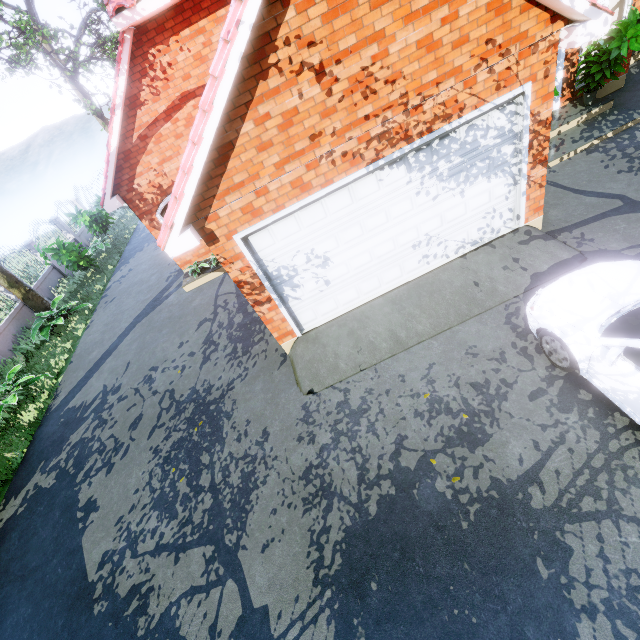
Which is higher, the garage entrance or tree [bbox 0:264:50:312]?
tree [bbox 0:264:50:312]

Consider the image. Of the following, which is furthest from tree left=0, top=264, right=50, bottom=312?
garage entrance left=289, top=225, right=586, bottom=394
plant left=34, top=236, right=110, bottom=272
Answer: plant left=34, top=236, right=110, bottom=272

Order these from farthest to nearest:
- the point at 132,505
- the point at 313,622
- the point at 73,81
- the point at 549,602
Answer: the point at 73,81, the point at 132,505, the point at 313,622, the point at 549,602

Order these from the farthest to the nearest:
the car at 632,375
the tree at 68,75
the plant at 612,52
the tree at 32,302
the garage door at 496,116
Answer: the tree at 32,302
the tree at 68,75
the plant at 612,52
the garage door at 496,116
the car at 632,375

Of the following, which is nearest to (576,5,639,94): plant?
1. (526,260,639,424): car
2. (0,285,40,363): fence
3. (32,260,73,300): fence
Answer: (526,260,639,424): car

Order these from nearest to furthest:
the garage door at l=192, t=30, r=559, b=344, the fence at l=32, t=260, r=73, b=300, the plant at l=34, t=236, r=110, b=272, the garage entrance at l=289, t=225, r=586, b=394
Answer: the garage door at l=192, t=30, r=559, b=344 < the garage entrance at l=289, t=225, r=586, b=394 < the plant at l=34, t=236, r=110, b=272 < the fence at l=32, t=260, r=73, b=300

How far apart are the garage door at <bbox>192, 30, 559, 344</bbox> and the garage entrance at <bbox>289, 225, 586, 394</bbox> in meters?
0.0

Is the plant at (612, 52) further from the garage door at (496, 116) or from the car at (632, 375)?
the car at (632, 375)
